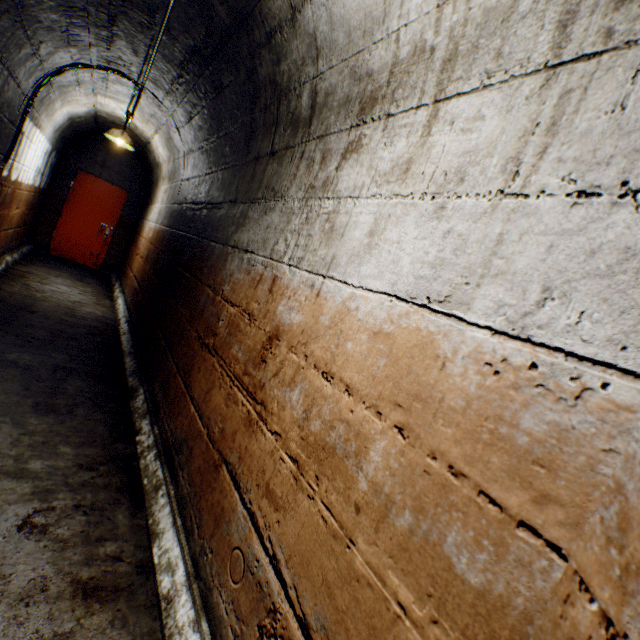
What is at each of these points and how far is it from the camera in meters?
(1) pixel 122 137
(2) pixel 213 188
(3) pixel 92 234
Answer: (1) ceiling light, 5.0
(2) building tunnel, 3.1
(3) door, 7.8

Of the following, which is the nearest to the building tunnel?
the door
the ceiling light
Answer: the ceiling light

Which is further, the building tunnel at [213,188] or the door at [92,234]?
the door at [92,234]

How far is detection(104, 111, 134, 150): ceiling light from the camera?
5.01m

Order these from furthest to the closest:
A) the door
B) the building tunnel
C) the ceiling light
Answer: the door < the ceiling light < the building tunnel

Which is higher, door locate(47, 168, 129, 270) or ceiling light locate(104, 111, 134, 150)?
ceiling light locate(104, 111, 134, 150)

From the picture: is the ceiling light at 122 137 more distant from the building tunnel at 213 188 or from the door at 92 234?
the door at 92 234
